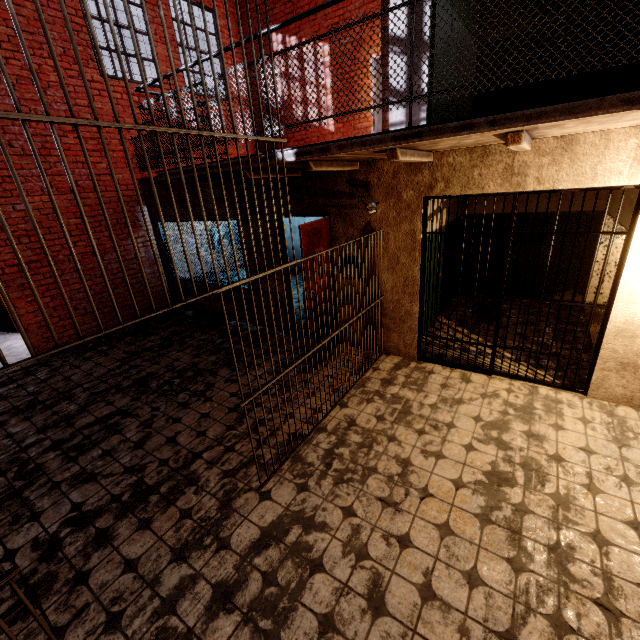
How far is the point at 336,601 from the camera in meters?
2.2 m

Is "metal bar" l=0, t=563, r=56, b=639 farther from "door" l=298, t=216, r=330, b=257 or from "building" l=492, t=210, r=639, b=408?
"door" l=298, t=216, r=330, b=257

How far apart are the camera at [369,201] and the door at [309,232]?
0.5m

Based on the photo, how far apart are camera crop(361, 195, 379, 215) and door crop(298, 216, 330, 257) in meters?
0.5 m

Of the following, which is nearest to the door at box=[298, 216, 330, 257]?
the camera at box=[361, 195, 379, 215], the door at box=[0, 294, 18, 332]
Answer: the camera at box=[361, 195, 379, 215]

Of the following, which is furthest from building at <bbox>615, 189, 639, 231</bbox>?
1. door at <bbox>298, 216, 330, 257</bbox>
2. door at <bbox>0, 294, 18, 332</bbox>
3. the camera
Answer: door at <bbox>0, 294, 18, 332</bbox>

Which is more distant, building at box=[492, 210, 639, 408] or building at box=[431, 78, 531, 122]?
building at box=[431, 78, 531, 122]

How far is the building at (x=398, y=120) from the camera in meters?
3.9 m
